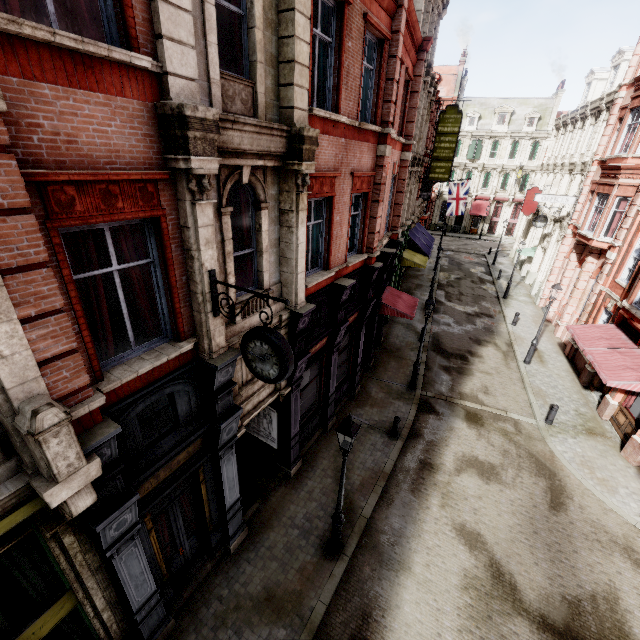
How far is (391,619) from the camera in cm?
771

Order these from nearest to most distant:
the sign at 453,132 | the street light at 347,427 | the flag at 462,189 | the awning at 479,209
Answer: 1. the street light at 347,427
2. the sign at 453,132
3. the flag at 462,189
4. the awning at 479,209

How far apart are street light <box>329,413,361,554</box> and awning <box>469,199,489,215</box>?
49.4m

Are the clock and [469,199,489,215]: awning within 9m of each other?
no

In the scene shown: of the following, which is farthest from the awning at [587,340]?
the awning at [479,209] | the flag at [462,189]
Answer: the awning at [479,209]

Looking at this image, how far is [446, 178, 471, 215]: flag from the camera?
29.83m

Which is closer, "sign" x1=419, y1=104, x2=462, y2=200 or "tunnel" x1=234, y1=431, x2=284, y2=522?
"tunnel" x1=234, y1=431, x2=284, y2=522

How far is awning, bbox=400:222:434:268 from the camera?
22.30m
